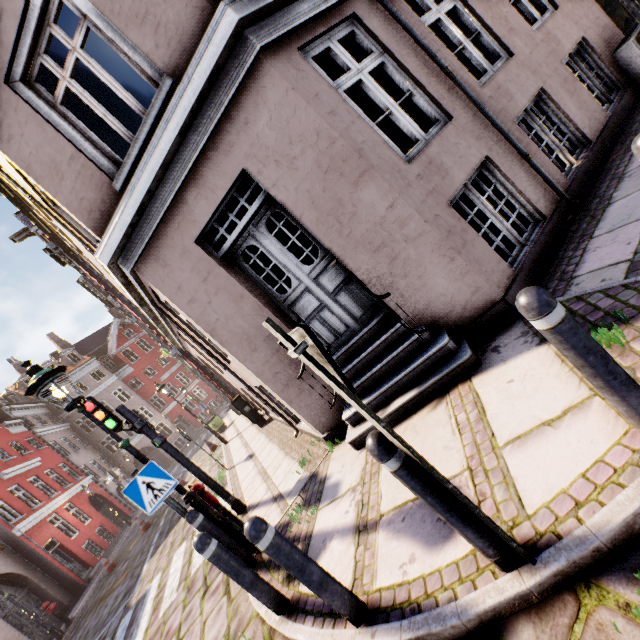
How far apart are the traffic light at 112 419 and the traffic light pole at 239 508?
0.4m

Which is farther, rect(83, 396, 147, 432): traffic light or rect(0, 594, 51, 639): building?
rect(0, 594, 51, 639): building

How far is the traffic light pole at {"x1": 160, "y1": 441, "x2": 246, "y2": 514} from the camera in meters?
5.8 m

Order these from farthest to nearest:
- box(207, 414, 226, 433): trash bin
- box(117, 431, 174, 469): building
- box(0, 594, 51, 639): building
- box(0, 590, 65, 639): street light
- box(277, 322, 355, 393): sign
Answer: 1. box(117, 431, 174, 469): building
2. box(207, 414, 226, 433): trash bin
3. box(0, 594, 51, 639): building
4. box(0, 590, 65, 639): street light
5. box(277, 322, 355, 393): sign

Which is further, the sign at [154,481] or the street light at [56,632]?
the street light at [56,632]

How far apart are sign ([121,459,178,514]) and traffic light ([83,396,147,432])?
1.7m

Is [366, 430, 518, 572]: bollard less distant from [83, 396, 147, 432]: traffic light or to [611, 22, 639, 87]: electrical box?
[83, 396, 147, 432]: traffic light

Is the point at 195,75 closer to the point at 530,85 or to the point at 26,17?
the point at 26,17
